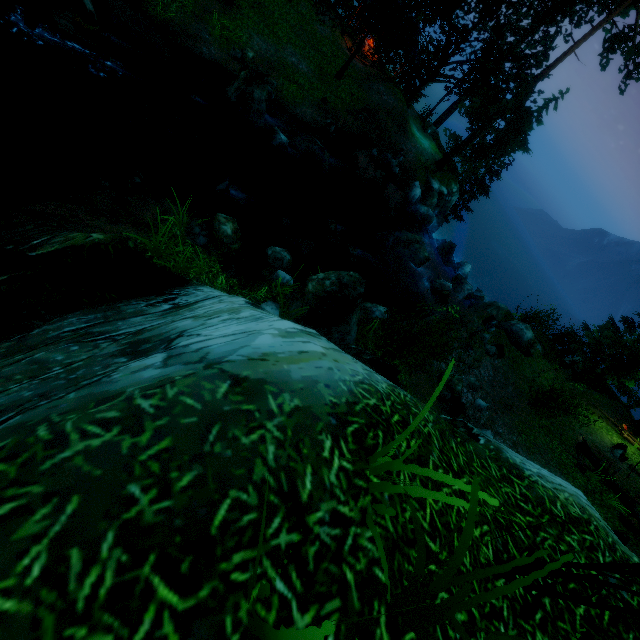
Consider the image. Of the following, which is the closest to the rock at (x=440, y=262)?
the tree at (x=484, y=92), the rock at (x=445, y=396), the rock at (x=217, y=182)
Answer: the tree at (x=484, y=92)

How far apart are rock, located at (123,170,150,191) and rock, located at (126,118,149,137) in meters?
4.3 m

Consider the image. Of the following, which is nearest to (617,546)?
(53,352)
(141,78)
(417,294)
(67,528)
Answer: (67,528)

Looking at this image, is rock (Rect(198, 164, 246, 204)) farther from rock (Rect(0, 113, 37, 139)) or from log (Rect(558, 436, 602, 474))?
log (Rect(558, 436, 602, 474))

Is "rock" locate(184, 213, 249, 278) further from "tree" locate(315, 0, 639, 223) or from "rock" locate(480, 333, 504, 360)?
"rock" locate(480, 333, 504, 360)

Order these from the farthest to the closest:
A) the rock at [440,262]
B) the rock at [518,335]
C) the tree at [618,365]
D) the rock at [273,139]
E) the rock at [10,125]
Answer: the tree at [618,365]
the rock at [440,262]
the rock at [518,335]
the rock at [273,139]
the rock at [10,125]

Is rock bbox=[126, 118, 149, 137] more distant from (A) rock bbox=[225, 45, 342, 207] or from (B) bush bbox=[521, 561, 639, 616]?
(B) bush bbox=[521, 561, 639, 616]

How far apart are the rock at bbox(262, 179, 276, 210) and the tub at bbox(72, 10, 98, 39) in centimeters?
699cm
